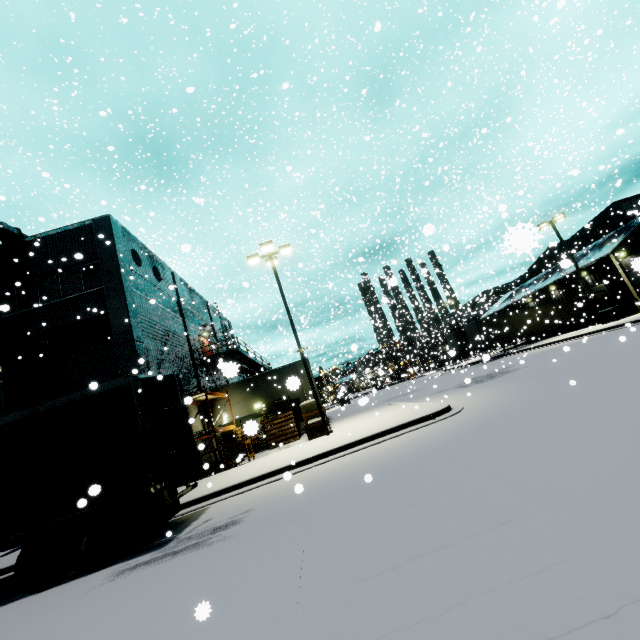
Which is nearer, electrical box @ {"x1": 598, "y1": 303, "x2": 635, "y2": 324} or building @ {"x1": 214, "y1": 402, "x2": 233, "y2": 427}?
building @ {"x1": 214, "y1": 402, "x2": 233, "y2": 427}

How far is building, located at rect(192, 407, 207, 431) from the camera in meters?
20.3

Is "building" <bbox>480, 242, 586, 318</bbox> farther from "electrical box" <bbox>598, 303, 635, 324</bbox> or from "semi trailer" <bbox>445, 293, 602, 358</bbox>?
"electrical box" <bbox>598, 303, 635, 324</bbox>

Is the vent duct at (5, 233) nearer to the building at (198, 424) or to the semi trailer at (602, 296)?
the building at (198, 424)

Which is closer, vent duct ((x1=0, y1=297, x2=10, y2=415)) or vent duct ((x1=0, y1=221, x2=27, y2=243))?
vent duct ((x1=0, y1=297, x2=10, y2=415))

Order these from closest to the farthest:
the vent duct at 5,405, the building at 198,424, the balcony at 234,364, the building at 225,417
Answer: the balcony at 234,364 → the vent duct at 5,405 → the building at 198,424 → the building at 225,417

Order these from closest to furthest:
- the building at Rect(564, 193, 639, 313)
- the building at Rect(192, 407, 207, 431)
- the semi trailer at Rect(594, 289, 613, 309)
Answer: the building at Rect(192, 407, 207, 431)
the building at Rect(564, 193, 639, 313)
the semi trailer at Rect(594, 289, 613, 309)

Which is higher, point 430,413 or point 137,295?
point 137,295
